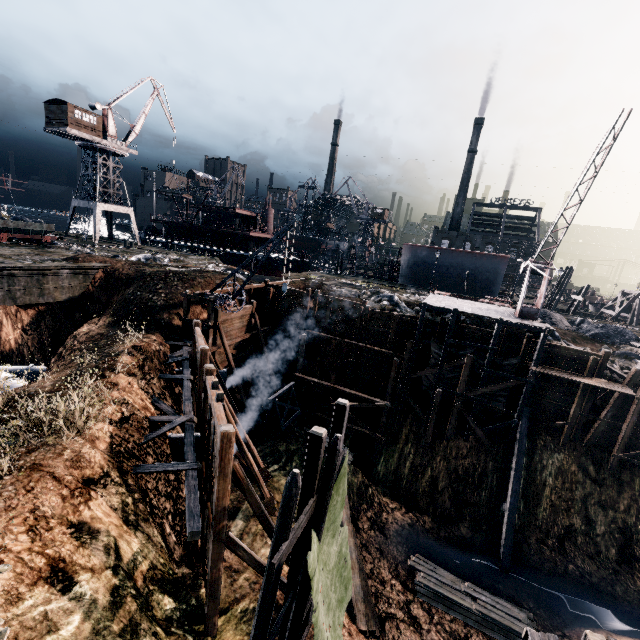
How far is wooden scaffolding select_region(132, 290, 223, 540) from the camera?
10.85m

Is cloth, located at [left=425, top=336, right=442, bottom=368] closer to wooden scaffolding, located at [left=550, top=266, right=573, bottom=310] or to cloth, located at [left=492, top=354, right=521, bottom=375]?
cloth, located at [left=492, top=354, right=521, bottom=375]

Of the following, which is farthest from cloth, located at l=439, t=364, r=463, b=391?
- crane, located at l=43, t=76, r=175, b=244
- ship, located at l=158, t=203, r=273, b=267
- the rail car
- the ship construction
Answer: crane, located at l=43, t=76, r=175, b=244

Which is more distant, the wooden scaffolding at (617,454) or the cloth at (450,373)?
the cloth at (450,373)

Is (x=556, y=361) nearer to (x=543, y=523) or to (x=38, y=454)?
(x=543, y=523)

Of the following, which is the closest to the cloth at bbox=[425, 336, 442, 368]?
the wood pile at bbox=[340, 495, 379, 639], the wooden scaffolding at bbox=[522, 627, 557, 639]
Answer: the wood pile at bbox=[340, 495, 379, 639]

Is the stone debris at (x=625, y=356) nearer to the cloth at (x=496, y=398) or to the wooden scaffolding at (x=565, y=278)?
the cloth at (x=496, y=398)

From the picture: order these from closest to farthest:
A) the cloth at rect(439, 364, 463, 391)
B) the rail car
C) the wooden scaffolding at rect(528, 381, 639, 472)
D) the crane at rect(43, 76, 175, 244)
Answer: the wooden scaffolding at rect(528, 381, 639, 472) < the cloth at rect(439, 364, 463, 391) < the rail car < the crane at rect(43, 76, 175, 244)
